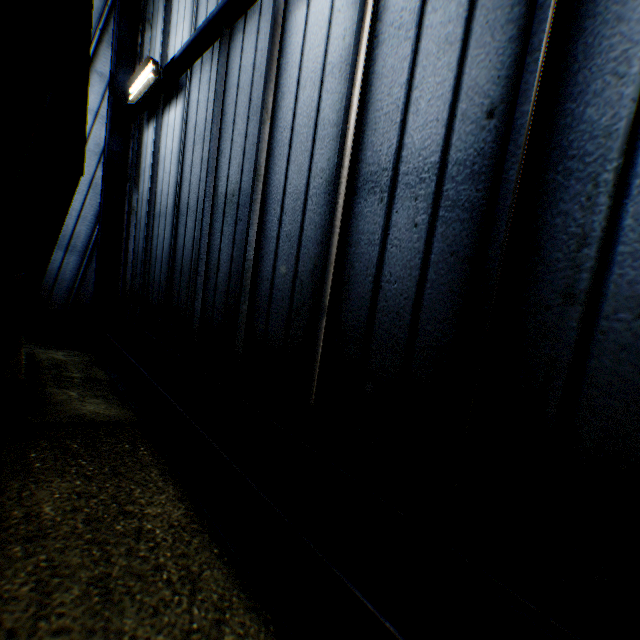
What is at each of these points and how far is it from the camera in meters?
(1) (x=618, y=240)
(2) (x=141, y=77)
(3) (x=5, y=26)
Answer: (1) building, 1.6
(2) fluorescent light, 6.4
(3) train, 1.0

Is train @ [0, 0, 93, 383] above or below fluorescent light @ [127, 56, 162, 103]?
below

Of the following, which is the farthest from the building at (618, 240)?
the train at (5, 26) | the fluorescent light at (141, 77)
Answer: the train at (5, 26)

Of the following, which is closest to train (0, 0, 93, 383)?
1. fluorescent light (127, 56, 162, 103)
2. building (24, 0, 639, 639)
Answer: building (24, 0, 639, 639)

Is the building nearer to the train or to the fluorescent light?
the fluorescent light
